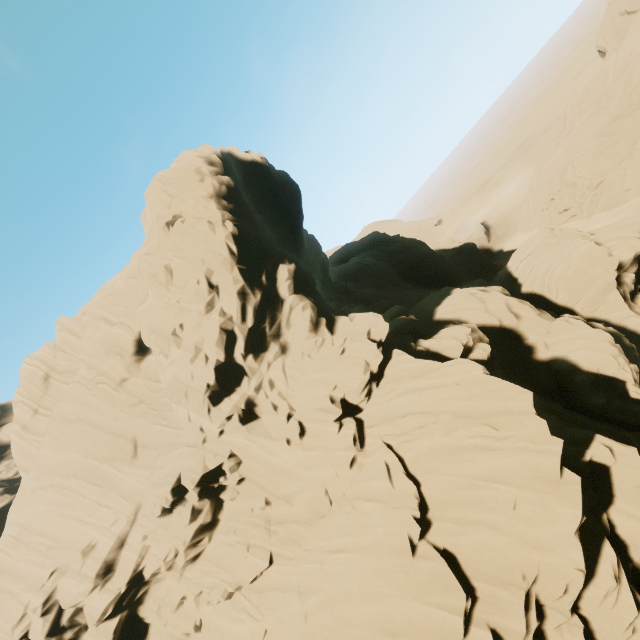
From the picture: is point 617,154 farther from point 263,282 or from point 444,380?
point 263,282
